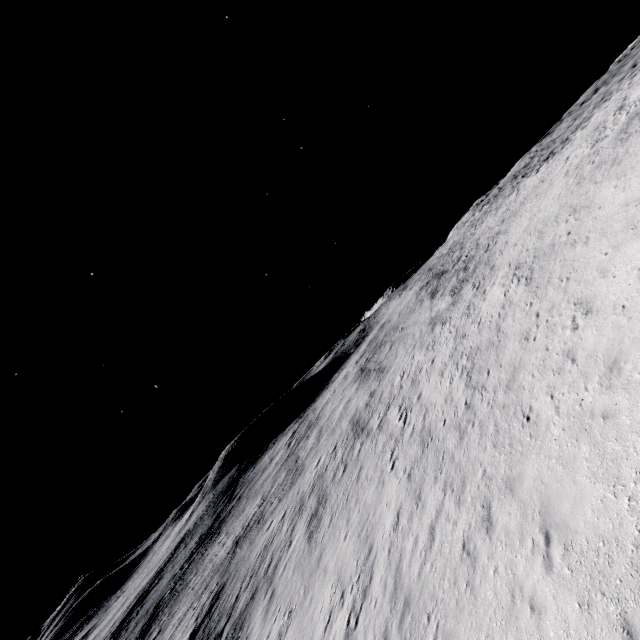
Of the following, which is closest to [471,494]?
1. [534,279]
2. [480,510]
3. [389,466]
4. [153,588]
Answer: [480,510]
